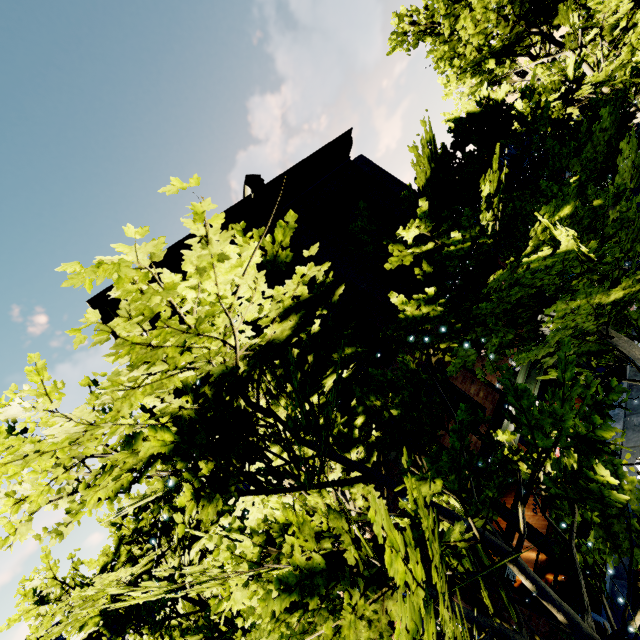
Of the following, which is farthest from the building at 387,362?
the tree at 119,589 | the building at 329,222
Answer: the building at 329,222

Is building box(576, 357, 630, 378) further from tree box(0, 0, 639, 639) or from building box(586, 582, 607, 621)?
building box(586, 582, 607, 621)

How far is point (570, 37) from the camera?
13.5 meters

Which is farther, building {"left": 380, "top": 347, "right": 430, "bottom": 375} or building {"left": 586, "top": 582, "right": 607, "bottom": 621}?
building {"left": 380, "top": 347, "right": 430, "bottom": 375}

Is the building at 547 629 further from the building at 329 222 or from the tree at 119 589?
the building at 329 222

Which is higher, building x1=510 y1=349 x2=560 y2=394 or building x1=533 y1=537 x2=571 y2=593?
building x1=510 y1=349 x2=560 y2=394
